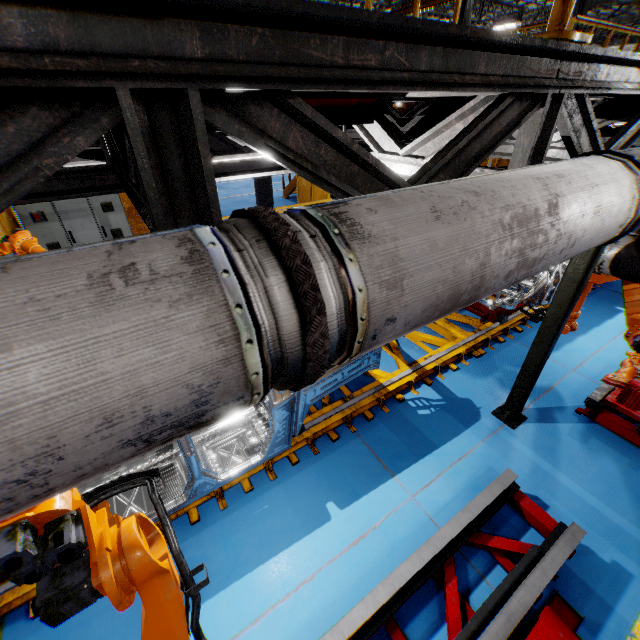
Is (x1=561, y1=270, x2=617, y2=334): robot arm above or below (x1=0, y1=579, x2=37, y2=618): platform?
above

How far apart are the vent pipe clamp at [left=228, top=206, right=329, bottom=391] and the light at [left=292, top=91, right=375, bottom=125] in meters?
1.3

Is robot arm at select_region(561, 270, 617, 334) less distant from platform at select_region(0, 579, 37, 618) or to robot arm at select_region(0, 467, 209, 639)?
platform at select_region(0, 579, 37, 618)

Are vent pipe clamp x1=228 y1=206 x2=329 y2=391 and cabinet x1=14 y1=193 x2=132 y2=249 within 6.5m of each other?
no

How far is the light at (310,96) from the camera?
2.3m

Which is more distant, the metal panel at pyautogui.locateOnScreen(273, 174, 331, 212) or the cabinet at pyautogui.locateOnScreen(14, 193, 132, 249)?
the metal panel at pyautogui.locateOnScreen(273, 174, 331, 212)

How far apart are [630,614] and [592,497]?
1.1m

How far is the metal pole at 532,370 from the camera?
3.4m
